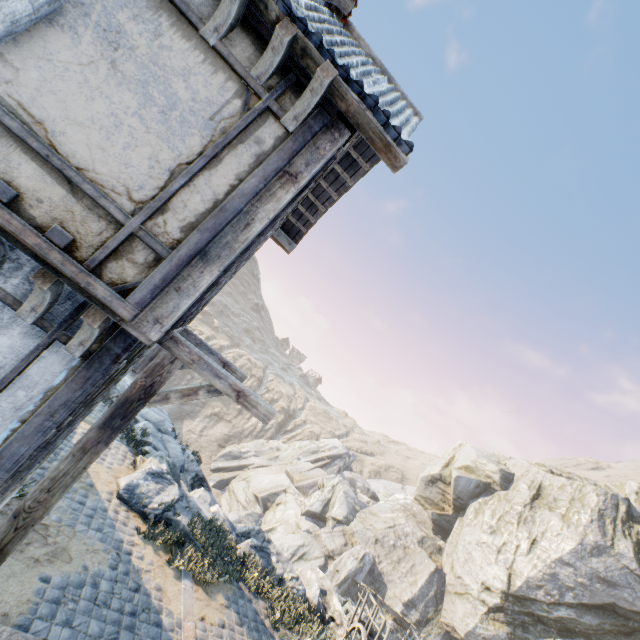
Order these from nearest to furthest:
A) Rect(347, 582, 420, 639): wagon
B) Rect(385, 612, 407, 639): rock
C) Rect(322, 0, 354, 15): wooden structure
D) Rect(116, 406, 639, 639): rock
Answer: Rect(322, 0, 354, 15): wooden structure, Rect(347, 582, 420, 639): wagon, Rect(116, 406, 639, 639): rock, Rect(385, 612, 407, 639): rock

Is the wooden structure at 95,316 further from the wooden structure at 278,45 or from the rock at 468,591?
the rock at 468,591

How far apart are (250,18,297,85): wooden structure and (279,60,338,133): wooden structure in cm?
33

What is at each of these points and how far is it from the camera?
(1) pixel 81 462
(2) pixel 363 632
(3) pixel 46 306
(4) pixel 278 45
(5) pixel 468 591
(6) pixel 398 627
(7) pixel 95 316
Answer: (1) wooden structure, 3.17m
(2) wagon, 7.54m
(3) wooden structure, 2.94m
(4) wooden structure, 2.97m
(5) rock, 22.45m
(6) rock, 21.98m
(7) wooden structure, 2.77m

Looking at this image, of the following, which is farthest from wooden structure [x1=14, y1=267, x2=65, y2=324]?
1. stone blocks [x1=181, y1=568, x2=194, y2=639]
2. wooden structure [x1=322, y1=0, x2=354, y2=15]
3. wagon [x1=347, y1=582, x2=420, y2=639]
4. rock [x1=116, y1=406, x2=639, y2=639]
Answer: wagon [x1=347, y1=582, x2=420, y2=639]

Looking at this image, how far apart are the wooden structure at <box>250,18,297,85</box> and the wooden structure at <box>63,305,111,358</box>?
2.7m

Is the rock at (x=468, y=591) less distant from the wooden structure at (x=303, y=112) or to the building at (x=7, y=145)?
the building at (x=7, y=145)

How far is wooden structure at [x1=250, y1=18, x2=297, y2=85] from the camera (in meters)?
2.89
